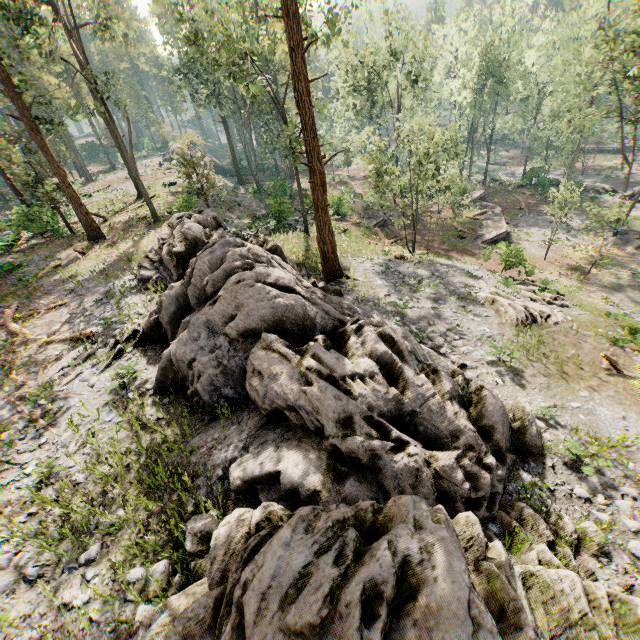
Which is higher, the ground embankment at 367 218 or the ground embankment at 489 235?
the ground embankment at 367 218

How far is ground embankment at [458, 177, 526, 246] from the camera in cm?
3228

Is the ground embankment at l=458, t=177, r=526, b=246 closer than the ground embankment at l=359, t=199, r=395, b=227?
Yes

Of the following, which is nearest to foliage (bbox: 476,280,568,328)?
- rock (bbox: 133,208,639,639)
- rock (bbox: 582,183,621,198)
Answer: rock (bbox: 582,183,621,198)

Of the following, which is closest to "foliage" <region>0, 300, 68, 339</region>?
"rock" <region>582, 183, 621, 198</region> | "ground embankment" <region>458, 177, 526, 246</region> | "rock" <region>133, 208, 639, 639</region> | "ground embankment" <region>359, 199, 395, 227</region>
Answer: "rock" <region>582, 183, 621, 198</region>

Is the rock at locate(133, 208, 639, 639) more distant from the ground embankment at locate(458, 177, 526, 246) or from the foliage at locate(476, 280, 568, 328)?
the ground embankment at locate(458, 177, 526, 246)

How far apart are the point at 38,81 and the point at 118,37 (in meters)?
35.27

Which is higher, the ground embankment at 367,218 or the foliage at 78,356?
the foliage at 78,356
